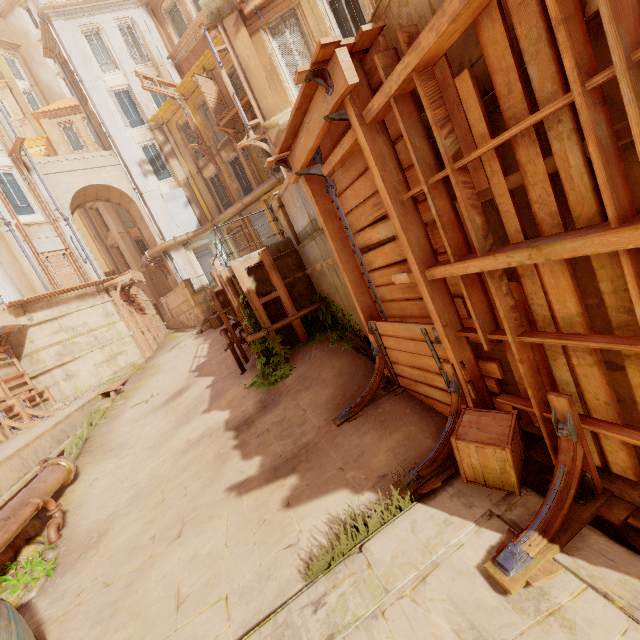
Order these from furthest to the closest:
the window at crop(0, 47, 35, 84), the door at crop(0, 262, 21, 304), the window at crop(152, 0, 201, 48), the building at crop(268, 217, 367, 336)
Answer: the window at crop(0, 47, 35, 84)
the window at crop(152, 0, 201, 48)
the door at crop(0, 262, 21, 304)
the building at crop(268, 217, 367, 336)

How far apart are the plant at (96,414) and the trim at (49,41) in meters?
25.8 m

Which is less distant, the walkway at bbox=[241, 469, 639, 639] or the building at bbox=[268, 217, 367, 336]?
the walkway at bbox=[241, 469, 639, 639]

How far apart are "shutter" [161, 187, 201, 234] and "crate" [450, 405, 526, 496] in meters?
23.8

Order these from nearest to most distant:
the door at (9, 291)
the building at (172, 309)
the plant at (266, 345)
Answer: the plant at (266, 345) < the door at (9, 291) < the building at (172, 309)

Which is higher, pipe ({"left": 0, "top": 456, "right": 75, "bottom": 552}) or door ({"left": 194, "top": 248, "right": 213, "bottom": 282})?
door ({"left": 194, "top": 248, "right": 213, "bottom": 282})

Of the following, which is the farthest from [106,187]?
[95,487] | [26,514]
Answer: [26,514]

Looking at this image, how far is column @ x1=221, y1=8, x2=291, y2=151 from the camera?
11.8m
